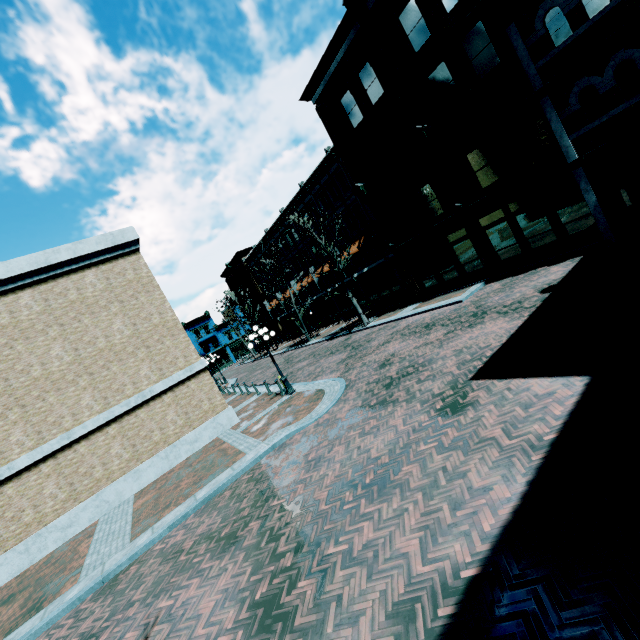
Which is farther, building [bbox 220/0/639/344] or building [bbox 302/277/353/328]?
building [bbox 302/277/353/328]

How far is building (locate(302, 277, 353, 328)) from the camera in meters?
34.7

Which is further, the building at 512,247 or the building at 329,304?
the building at 329,304

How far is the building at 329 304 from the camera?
34.7m

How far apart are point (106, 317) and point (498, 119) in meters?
18.7 m
